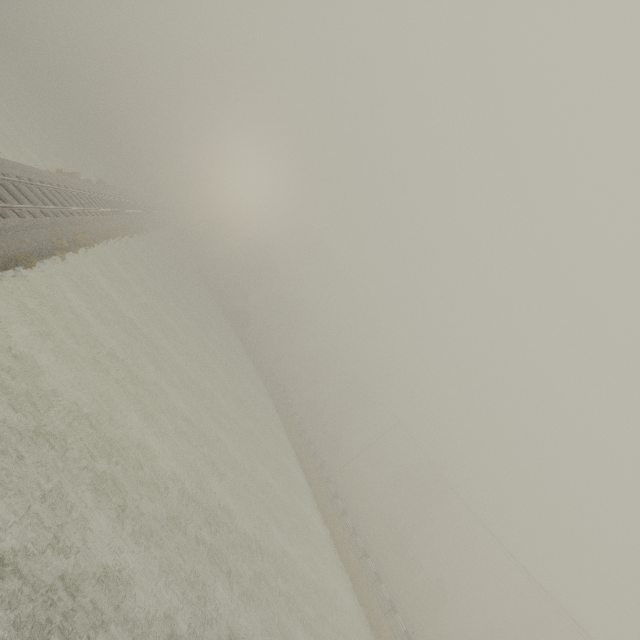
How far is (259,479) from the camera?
21.4 meters
